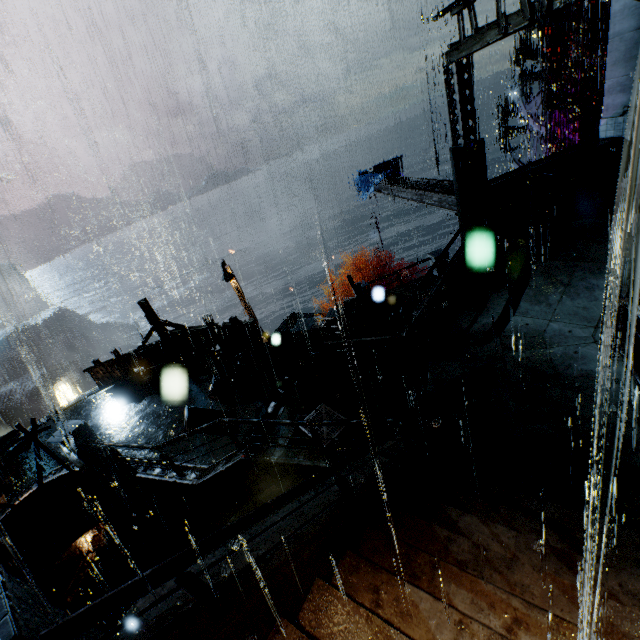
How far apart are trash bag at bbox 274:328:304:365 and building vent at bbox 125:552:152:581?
14.7m

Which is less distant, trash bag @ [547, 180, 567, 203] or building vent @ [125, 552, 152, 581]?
trash bag @ [547, 180, 567, 203]

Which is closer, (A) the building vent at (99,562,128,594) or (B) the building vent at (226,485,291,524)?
(B) the building vent at (226,485,291,524)

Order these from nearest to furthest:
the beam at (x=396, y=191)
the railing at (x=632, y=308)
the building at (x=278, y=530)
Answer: the building at (x=278, y=530), the railing at (x=632, y=308), the beam at (x=396, y=191)

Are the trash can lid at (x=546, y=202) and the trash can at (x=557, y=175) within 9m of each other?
yes

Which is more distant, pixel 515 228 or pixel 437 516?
pixel 515 228

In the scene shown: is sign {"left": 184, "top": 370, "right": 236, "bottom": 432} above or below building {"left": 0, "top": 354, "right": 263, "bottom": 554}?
above

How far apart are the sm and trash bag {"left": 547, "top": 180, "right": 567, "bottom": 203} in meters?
8.9 m
